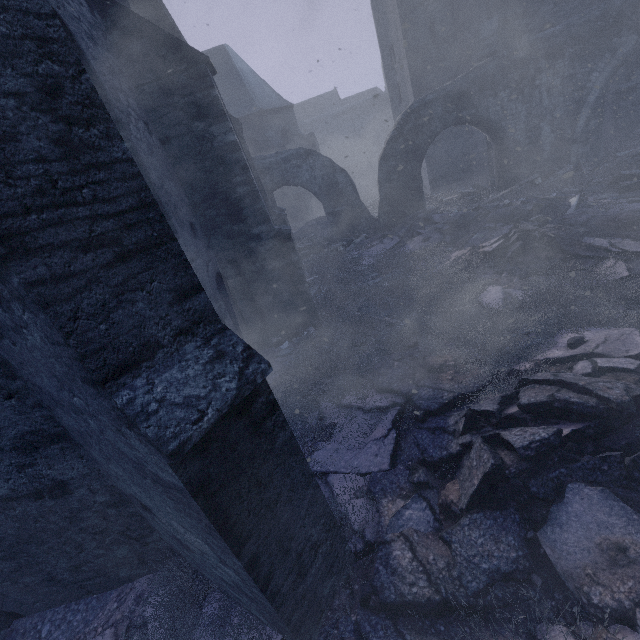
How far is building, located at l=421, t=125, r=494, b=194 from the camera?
15.6m

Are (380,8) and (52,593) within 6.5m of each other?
no

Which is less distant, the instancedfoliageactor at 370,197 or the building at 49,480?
the building at 49,480

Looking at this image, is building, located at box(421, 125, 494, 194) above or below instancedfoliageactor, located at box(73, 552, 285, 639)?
above

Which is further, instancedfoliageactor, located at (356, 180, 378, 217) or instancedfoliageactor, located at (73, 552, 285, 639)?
instancedfoliageactor, located at (356, 180, 378, 217)

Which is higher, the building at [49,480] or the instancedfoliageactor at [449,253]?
the building at [49,480]

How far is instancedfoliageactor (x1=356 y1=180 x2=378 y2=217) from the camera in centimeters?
1847cm

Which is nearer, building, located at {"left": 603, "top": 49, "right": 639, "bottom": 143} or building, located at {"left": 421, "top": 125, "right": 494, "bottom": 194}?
building, located at {"left": 603, "top": 49, "right": 639, "bottom": 143}
